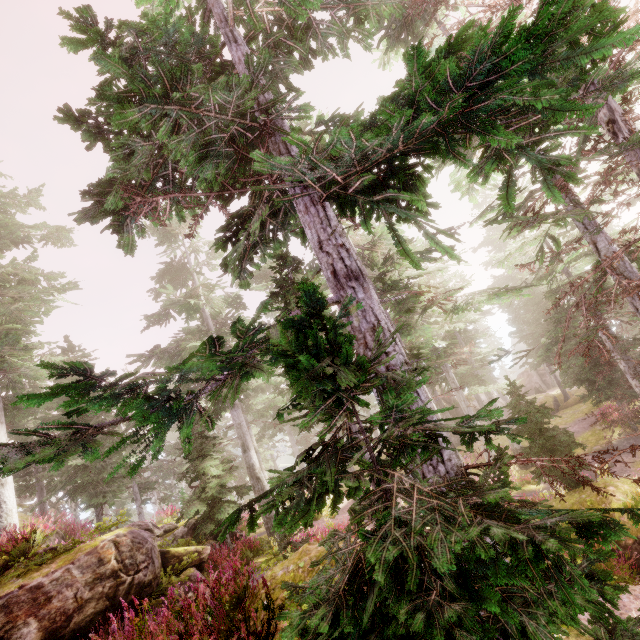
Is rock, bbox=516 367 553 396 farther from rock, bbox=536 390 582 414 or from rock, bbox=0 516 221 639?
rock, bbox=0 516 221 639

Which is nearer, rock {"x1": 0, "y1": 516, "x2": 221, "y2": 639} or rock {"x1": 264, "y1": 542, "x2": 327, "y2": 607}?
rock {"x1": 264, "y1": 542, "x2": 327, "y2": 607}

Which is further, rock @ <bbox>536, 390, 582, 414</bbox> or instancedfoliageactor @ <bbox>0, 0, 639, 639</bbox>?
rock @ <bbox>536, 390, 582, 414</bbox>

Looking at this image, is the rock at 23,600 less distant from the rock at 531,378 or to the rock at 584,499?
the rock at 584,499

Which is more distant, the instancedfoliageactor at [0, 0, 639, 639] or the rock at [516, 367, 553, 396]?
the rock at [516, 367, 553, 396]

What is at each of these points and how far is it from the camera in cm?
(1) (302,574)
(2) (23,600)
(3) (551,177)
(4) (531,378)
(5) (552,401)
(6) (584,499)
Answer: (1) rock, 552
(2) rock, 690
(3) instancedfoliageactor, 469
(4) rock, 4497
(5) rock, 3170
(6) rock, 1159

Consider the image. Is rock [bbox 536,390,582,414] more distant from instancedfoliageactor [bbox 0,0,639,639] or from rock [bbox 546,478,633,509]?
rock [bbox 546,478,633,509]

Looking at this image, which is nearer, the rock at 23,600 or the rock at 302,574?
the rock at 302,574
